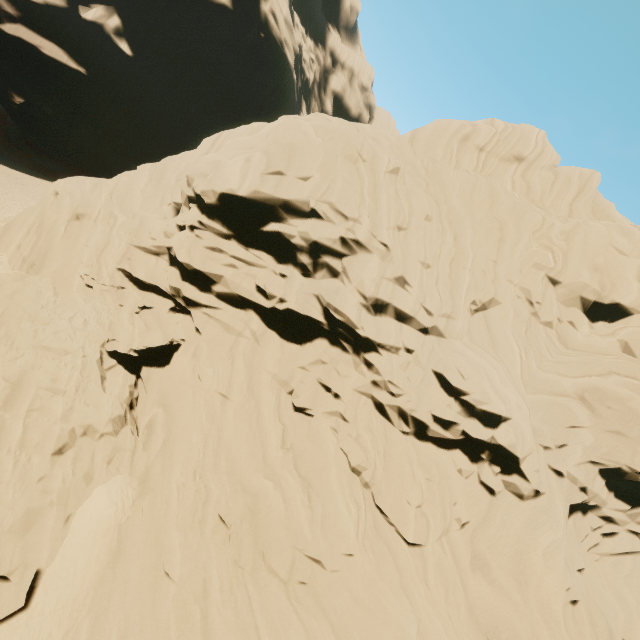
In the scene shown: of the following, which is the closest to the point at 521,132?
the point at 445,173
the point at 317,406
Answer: the point at 445,173
